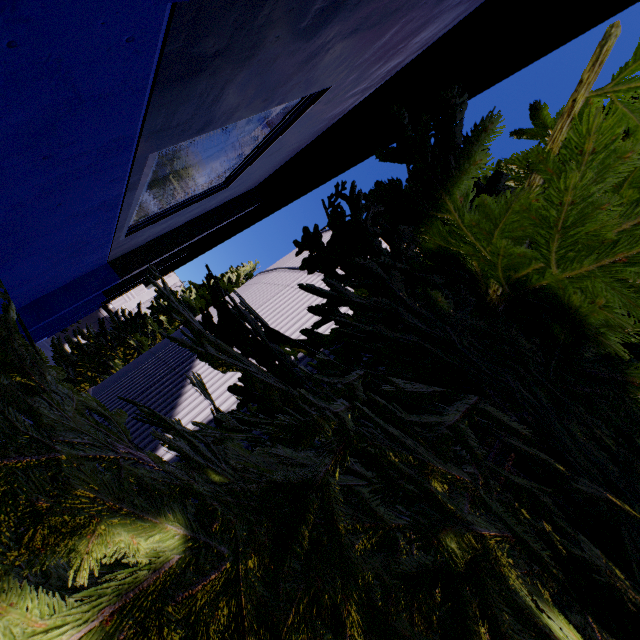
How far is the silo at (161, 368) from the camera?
5.9m

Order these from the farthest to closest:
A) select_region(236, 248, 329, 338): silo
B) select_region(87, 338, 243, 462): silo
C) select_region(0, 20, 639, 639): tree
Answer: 1. select_region(236, 248, 329, 338): silo
2. select_region(87, 338, 243, 462): silo
3. select_region(0, 20, 639, 639): tree

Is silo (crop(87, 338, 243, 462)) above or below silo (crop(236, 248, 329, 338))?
below

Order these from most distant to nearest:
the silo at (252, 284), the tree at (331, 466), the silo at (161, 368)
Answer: the silo at (252, 284), the silo at (161, 368), the tree at (331, 466)

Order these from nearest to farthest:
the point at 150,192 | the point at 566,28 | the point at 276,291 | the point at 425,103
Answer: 1. the point at 566,28
2. the point at 150,192
3. the point at 425,103
4. the point at 276,291

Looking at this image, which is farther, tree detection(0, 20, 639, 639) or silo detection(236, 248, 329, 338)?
silo detection(236, 248, 329, 338)

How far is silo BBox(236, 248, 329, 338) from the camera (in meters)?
7.42
